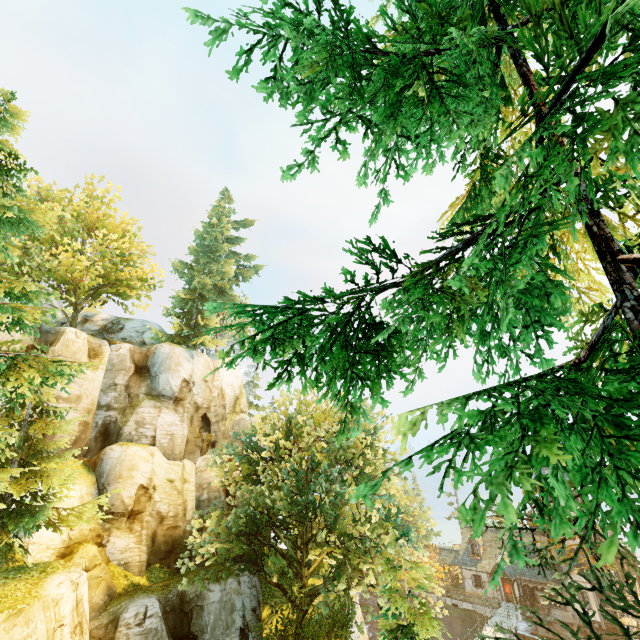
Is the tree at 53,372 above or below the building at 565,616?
above

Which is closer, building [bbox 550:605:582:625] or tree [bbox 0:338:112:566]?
tree [bbox 0:338:112:566]

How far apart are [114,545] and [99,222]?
26.97m

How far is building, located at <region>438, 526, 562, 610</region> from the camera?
34.5m

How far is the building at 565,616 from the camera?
30.6m

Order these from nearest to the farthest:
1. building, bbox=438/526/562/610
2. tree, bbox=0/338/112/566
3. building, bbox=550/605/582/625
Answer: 1. tree, bbox=0/338/112/566
2. building, bbox=550/605/582/625
3. building, bbox=438/526/562/610
